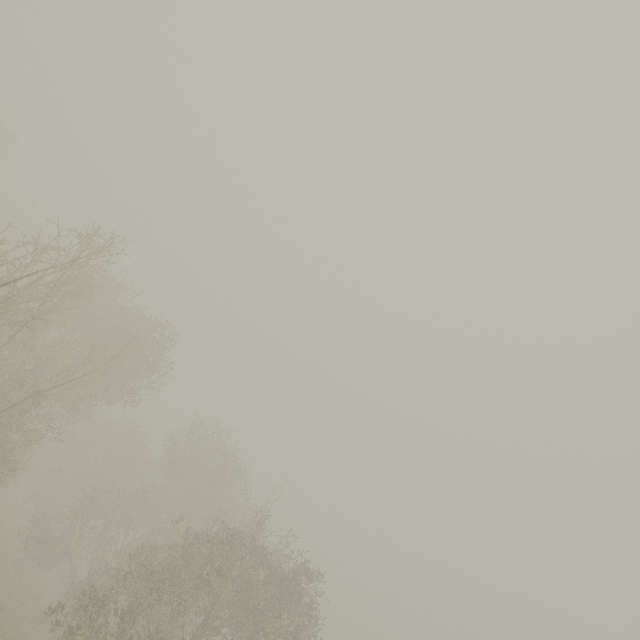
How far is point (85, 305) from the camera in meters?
20.1
